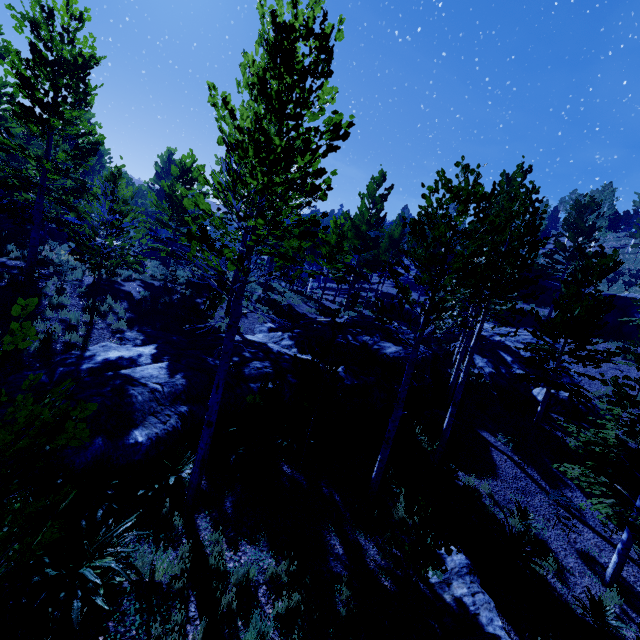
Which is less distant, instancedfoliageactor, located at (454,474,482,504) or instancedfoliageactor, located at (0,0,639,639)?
instancedfoliageactor, located at (0,0,639,639)

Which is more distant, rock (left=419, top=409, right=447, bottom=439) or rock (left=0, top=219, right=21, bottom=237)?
rock (left=0, top=219, right=21, bottom=237)

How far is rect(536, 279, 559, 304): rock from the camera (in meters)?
33.03

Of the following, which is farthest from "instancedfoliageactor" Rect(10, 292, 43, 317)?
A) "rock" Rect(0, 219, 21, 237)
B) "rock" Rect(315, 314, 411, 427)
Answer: "rock" Rect(0, 219, 21, 237)

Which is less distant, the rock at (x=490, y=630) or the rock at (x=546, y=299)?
the rock at (x=490, y=630)

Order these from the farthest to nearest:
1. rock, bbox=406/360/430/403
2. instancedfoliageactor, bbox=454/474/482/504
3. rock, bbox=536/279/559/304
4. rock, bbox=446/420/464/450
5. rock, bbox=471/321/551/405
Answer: rock, bbox=536/279/559/304 → rock, bbox=471/321/551/405 → rock, bbox=406/360/430/403 → rock, bbox=446/420/464/450 → instancedfoliageactor, bbox=454/474/482/504

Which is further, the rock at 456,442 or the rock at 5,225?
the rock at 5,225

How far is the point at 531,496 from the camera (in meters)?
11.55
